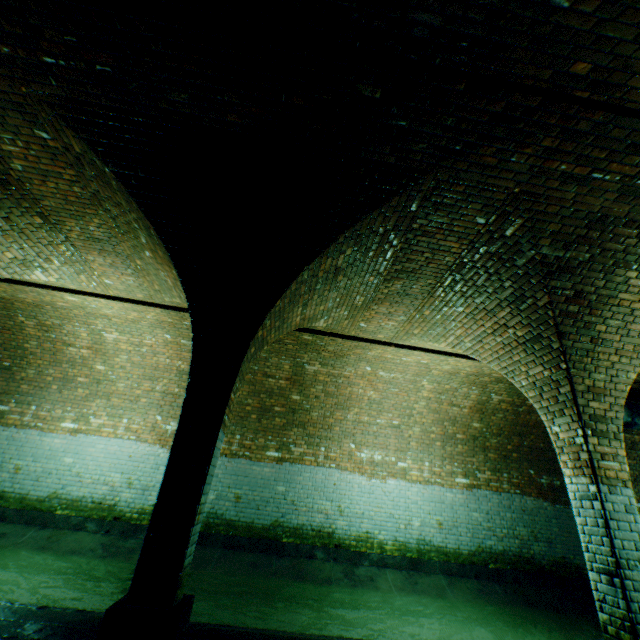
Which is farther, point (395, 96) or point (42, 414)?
point (42, 414)

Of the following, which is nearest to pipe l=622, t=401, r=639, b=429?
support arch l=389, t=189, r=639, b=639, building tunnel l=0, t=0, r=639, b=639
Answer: building tunnel l=0, t=0, r=639, b=639

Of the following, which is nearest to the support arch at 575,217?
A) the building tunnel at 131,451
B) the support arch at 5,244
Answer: the building tunnel at 131,451

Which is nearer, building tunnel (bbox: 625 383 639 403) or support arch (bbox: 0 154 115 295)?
support arch (bbox: 0 154 115 295)

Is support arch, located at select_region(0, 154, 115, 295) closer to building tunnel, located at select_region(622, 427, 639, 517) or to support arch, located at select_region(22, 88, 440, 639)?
building tunnel, located at select_region(622, 427, 639, 517)

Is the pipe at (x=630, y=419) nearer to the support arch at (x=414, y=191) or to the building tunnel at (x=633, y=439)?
the building tunnel at (x=633, y=439)

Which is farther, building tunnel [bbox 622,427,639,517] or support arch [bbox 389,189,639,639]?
building tunnel [bbox 622,427,639,517]

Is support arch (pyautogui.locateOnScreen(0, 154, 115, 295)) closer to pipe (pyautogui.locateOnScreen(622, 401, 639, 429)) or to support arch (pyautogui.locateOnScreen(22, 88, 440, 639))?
support arch (pyautogui.locateOnScreen(22, 88, 440, 639))
